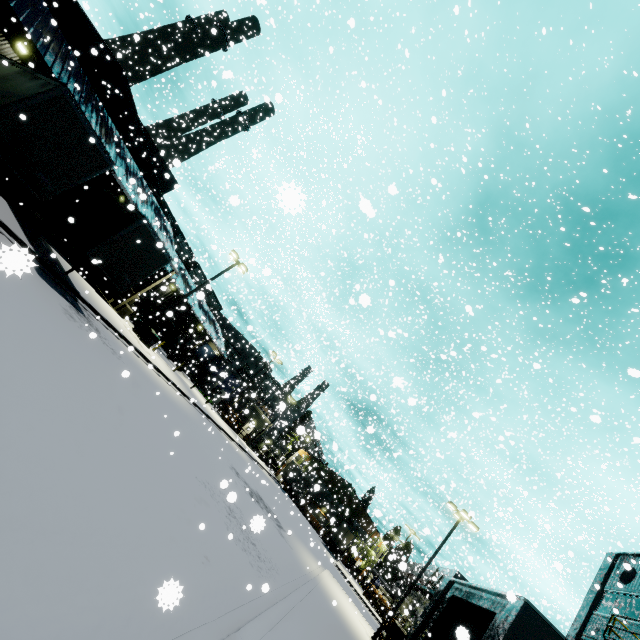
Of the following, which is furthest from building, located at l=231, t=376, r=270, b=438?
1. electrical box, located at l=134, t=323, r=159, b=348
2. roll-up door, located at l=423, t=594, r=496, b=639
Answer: electrical box, located at l=134, t=323, r=159, b=348

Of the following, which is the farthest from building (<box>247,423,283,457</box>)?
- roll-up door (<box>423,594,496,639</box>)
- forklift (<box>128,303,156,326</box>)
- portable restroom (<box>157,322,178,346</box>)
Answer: forklift (<box>128,303,156,326</box>)

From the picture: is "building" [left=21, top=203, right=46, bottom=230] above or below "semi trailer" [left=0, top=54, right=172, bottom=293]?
below

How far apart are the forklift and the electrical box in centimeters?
383cm

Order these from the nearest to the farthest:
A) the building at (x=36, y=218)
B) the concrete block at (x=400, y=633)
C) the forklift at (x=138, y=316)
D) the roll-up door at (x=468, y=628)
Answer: the roll-up door at (x=468, y=628)
the concrete block at (x=400, y=633)
the building at (x=36, y=218)
the forklift at (x=138, y=316)

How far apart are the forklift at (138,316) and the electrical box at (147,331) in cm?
383

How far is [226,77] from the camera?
7.31m

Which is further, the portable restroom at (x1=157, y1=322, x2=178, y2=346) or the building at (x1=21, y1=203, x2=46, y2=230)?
the portable restroom at (x1=157, y1=322, x2=178, y2=346)
